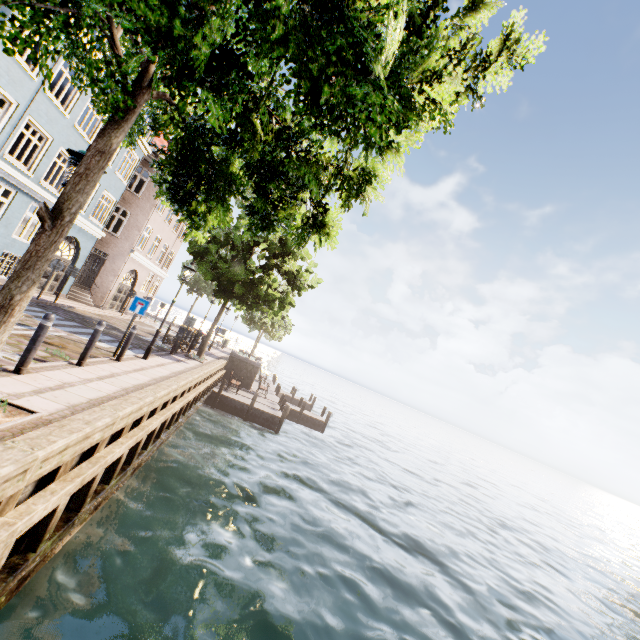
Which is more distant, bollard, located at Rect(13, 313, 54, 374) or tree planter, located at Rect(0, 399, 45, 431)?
bollard, located at Rect(13, 313, 54, 374)

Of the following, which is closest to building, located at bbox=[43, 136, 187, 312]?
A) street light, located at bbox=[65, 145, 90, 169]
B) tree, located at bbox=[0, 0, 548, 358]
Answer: tree, located at bbox=[0, 0, 548, 358]

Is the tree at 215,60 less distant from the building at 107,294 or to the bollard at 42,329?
the bollard at 42,329

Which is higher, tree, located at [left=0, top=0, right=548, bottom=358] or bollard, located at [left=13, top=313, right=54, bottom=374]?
tree, located at [left=0, top=0, right=548, bottom=358]

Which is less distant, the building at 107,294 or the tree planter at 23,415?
the tree planter at 23,415

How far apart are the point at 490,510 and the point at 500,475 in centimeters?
3651cm

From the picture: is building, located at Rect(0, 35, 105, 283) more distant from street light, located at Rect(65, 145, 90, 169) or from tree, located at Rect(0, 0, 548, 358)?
street light, located at Rect(65, 145, 90, 169)

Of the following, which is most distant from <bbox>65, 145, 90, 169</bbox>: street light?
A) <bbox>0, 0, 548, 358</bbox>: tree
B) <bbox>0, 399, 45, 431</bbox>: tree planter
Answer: <bbox>0, 0, 548, 358</bbox>: tree
